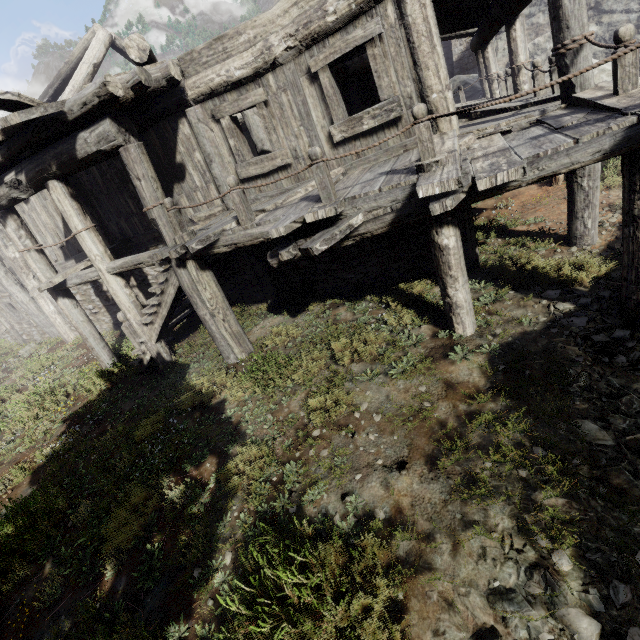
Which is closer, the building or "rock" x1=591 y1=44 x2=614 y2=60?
the building

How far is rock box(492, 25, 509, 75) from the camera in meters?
13.9

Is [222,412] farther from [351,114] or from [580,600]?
[351,114]

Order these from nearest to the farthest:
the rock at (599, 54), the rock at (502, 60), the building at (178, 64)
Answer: the building at (178, 64) → the rock at (599, 54) → the rock at (502, 60)

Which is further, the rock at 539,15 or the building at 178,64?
the rock at 539,15

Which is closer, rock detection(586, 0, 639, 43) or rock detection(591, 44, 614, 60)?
rock detection(586, 0, 639, 43)
